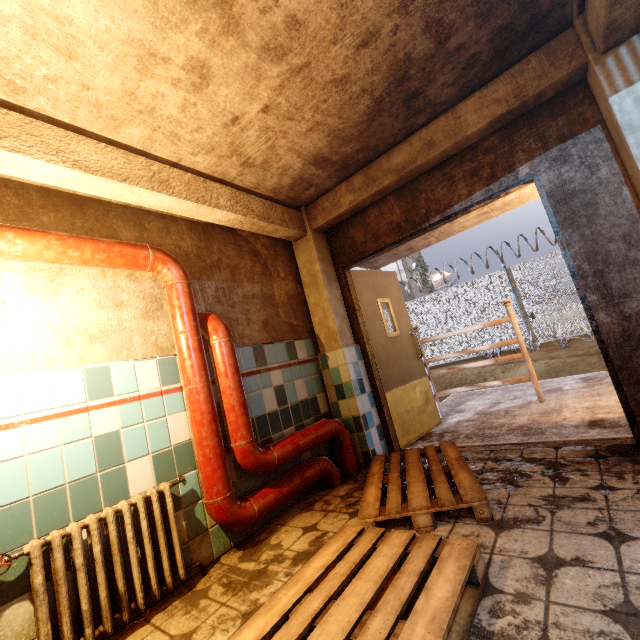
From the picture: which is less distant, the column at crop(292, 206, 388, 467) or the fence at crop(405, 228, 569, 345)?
the column at crop(292, 206, 388, 467)

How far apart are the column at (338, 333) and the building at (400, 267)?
17.58m

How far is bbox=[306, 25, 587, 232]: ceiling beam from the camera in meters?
2.3 m

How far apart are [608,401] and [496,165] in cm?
280

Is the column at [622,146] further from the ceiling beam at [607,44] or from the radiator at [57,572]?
the radiator at [57,572]

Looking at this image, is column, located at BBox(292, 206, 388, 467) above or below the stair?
above

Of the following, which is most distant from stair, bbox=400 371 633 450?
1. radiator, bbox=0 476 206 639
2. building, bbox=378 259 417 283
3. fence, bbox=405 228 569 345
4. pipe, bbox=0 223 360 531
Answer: building, bbox=378 259 417 283

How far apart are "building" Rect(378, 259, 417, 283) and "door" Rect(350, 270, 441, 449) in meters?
16.7
